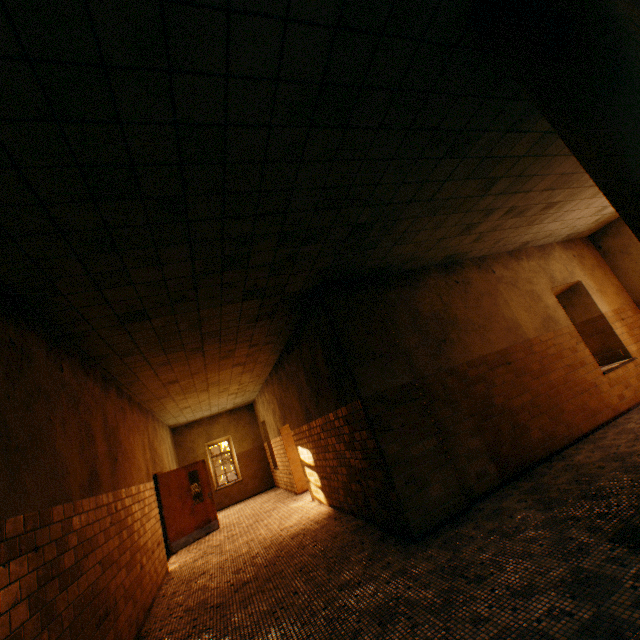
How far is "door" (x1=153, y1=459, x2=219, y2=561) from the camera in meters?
9.1 m

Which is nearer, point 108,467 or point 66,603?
point 66,603

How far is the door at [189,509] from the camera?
9.1m
